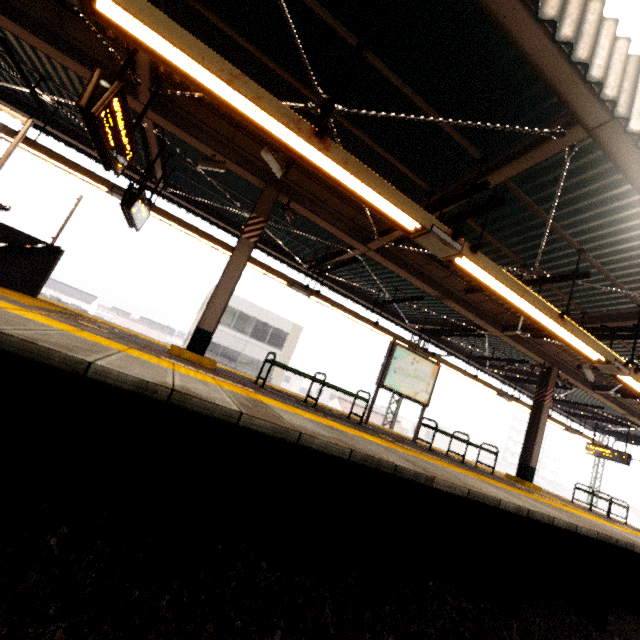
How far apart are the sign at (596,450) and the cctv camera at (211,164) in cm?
1824

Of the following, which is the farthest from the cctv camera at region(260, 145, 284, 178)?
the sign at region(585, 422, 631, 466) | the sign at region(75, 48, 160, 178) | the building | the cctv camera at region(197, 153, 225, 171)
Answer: the building

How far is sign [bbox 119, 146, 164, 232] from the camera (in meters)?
6.07

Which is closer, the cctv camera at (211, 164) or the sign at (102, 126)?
the sign at (102, 126)

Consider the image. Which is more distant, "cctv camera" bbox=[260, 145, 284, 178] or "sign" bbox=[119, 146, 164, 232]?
"sign" bbox=[119, 146, 164, 232]

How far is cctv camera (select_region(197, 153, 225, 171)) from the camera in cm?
586

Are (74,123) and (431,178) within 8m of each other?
no

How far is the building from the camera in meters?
55.3
